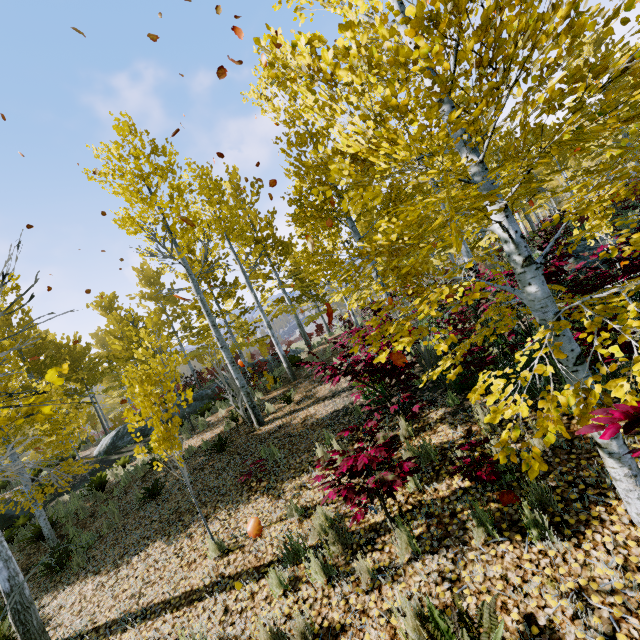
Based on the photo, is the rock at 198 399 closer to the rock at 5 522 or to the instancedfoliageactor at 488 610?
the instancedfoliageactor at 488 610

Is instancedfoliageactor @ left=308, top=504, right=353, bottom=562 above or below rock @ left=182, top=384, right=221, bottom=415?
below

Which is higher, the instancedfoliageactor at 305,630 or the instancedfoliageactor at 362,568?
the instancedfoliageactor at 362,568

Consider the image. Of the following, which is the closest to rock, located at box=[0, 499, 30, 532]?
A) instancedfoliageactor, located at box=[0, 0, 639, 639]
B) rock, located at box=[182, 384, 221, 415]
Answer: instancedfoliageactor, located at box=[0, 0, 639, 639]

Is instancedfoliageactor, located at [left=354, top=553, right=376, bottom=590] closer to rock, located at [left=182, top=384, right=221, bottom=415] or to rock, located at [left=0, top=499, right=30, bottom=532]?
rock, located at [left=182, top=384, right=221, bottom=415]

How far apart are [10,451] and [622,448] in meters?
12.2 m

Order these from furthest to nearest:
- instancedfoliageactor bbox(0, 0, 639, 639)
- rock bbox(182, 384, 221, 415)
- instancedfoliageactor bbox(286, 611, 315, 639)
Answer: rock bbox(182, 384, 221, 415), instancedfoliageactor bbox(286, 611, 315, 639), instancedfoliageactor bbox(0, 0, 639, 639)
